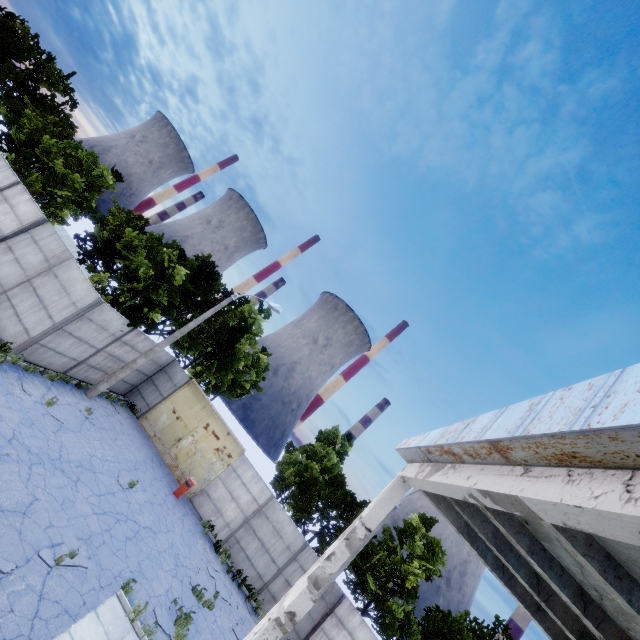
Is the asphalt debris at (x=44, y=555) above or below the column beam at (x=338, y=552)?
below

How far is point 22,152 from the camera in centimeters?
1673cm

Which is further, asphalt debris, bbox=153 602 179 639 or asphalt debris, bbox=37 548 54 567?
asphalt debris, bbox=153 602 179 639

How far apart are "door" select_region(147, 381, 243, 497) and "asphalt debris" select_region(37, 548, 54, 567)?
10.05m

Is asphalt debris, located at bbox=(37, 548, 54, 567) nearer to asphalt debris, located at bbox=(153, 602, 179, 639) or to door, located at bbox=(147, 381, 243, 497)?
asphalt debris, located at bbox=(153, 602, 179, 639)

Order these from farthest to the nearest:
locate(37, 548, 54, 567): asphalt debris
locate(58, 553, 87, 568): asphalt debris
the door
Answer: the door < locate(58, 553, 87, 568): asphalt debris < locate(37, 548, 54, 567): asphalt debris

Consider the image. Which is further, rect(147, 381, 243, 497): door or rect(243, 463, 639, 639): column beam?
rect(147, 381, 243, 497): door

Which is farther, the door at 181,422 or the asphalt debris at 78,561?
the door at 181,422
